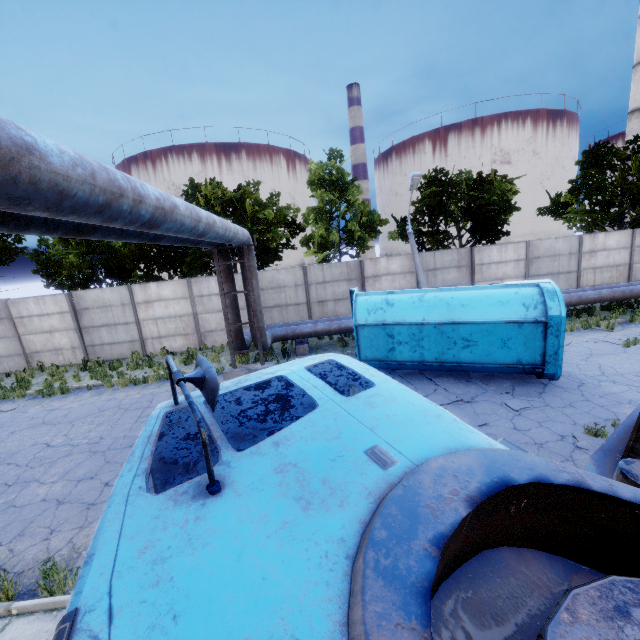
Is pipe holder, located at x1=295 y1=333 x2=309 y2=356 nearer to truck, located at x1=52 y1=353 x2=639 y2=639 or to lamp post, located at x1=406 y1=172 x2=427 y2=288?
lamp post, located at x1=406 y1=172 x2=427 y2=288

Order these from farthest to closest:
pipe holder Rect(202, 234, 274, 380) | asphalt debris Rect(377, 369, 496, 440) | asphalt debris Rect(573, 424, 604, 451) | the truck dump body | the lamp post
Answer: the lamp post
pipe holder Rect(202, 234, 274, 380)
the truck dump body
asphalt debris Rect(377, 369, 496, 440)
asphalt debris Rect(573, 424, 604, 451)

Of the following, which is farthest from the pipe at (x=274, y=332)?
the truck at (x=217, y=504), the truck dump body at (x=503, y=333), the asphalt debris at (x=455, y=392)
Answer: the asphalt debris at (x=455, y=392)

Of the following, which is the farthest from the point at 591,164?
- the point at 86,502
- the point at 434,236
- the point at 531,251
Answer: the point at 86,502

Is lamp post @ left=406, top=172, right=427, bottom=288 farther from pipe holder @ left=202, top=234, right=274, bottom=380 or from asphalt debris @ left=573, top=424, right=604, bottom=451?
pipe holder @ left=202, top=234, right=274, bottom=380

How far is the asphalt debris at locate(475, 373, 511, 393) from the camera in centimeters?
889cm

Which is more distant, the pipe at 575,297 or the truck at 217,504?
the pipe at 575,297

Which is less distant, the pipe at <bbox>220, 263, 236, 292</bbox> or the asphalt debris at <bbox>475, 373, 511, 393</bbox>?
the asphalt debris at <bbox>475, 373, 511, 393</bbox>
